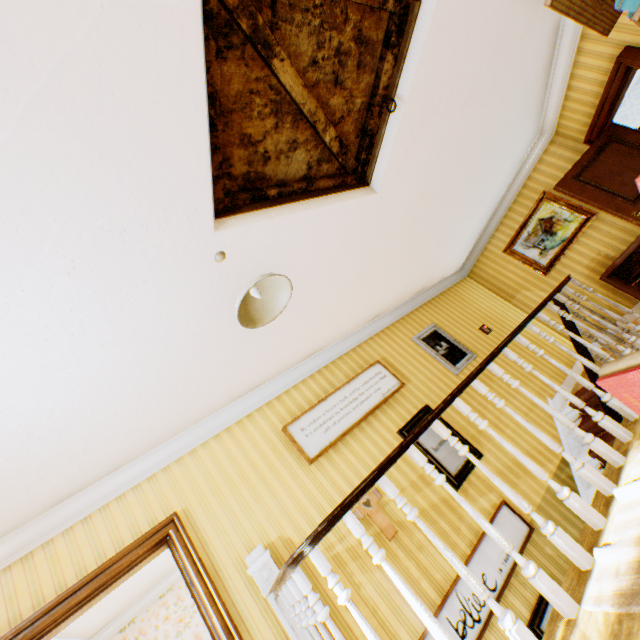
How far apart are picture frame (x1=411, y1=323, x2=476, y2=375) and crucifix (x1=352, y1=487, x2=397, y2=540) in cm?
254

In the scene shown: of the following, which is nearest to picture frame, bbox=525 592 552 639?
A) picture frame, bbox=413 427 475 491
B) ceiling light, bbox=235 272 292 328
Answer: → picture frame, bbox=413 427 475 491

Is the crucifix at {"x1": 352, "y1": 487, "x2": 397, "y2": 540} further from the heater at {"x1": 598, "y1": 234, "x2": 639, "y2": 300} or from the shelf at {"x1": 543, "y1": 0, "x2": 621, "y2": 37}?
the heater at {"x1": 598, "y1": 234, "x2": 639, "y2": 300}

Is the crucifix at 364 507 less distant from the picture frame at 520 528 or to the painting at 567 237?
the picture frame at 520 528

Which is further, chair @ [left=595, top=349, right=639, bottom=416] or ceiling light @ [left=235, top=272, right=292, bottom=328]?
ceiling light @ [left=235, top=272, right=292, bottom=328]

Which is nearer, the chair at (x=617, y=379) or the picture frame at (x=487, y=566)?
the chair at (x=617, y=379)

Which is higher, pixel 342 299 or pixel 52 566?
pixel 342 299

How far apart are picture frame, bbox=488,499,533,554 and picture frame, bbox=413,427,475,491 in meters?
0.4 m
